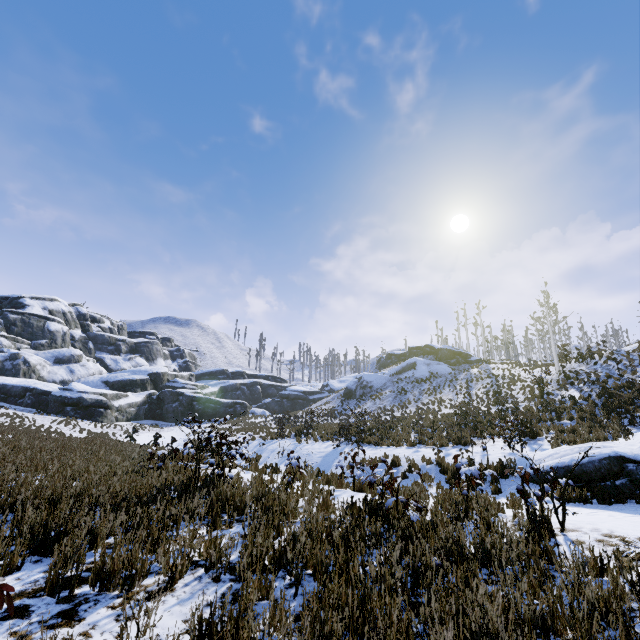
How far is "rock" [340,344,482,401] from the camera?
41.81m

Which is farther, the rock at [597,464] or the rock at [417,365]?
the rock at [417,365]

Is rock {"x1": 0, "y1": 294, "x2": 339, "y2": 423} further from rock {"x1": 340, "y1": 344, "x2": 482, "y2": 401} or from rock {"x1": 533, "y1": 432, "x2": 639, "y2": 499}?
rock {"x1": 533, "y1": 432, "x2": 639, "y2": 499}

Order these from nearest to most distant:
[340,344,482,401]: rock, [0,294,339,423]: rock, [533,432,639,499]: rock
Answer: [533,432,639,499]: rock, [0,294,339,423]: rock, [340,344,482,401]: rock

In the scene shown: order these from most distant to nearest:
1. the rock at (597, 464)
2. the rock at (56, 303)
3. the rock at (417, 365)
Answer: the rock at (417, 365) < the rock at (56, 303) < the rock at (597, 464)

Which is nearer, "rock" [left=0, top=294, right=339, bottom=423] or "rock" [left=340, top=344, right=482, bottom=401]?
"rock" [left=0, top=294, right=339, bottom=423]

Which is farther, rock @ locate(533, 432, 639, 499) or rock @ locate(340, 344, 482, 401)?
rock @ locate(340, 344, 482, 401)

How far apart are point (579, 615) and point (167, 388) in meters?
53.0
